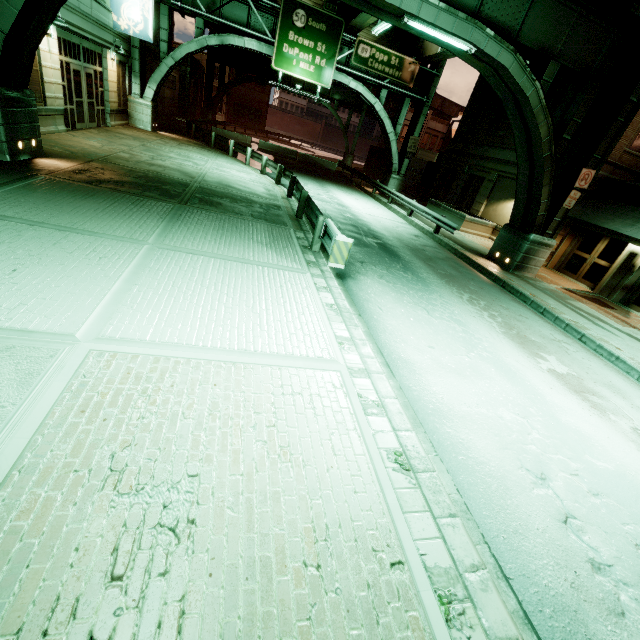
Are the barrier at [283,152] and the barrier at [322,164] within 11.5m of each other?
yes

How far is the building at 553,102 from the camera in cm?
1780

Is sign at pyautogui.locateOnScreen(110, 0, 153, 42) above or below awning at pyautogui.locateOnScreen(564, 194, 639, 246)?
above

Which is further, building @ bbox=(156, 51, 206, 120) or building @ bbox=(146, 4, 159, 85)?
building @ bbox=(156, 51, 206, 120)

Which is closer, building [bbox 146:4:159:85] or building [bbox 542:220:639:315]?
building [bbox 542:220:639:315]

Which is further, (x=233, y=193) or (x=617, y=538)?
(x=233, y=193)

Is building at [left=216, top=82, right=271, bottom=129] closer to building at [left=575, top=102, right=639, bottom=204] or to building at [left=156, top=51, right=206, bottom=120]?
building at [left=156, top=51, right=206, bottom=120]

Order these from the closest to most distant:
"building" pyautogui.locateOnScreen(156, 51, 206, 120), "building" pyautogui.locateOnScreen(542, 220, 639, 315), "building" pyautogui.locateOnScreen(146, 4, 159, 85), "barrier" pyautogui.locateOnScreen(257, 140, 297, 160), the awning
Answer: the awning
"building" pyautogui.locateOnScreen(542, 220, 639, 315)
"building" pyautogui.locateOnScreen(146, 4, 159, 85)
"building" pyautogui.locateOnScreen(156, 51, 206, 120)
"barrier" pyautogui.locateOnScreen(257, 140, 297, 160)
